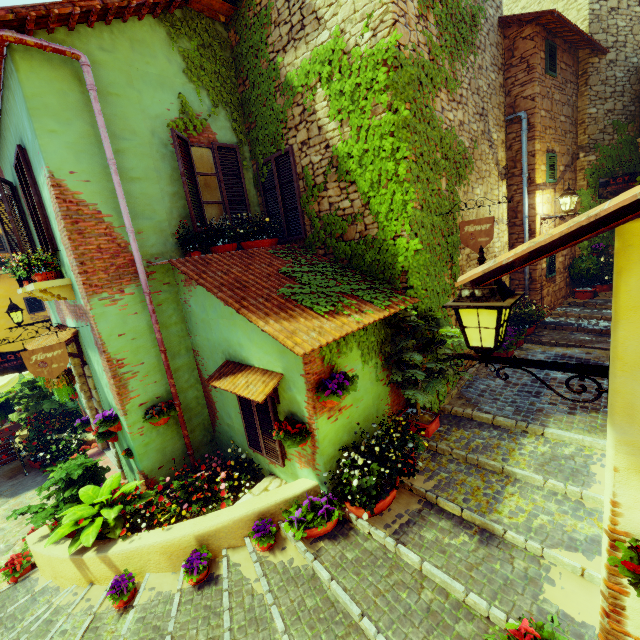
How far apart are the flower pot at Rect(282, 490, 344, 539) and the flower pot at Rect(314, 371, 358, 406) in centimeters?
113cm

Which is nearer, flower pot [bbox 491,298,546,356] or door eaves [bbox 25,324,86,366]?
door eaves [bbox 25,324,86,366]

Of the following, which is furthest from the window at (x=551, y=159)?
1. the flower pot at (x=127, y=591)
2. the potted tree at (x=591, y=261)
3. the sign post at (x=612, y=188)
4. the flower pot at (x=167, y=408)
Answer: the flower pot at (x=127, y=591)

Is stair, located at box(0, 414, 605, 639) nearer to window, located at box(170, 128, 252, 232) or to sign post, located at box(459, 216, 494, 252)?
sign post, located at box(459, 216, 494, 252)

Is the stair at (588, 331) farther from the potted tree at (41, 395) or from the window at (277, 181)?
the potted tree at (41, 395)

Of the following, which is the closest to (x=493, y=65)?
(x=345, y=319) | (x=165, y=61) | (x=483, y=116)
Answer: (x=483, y=116)

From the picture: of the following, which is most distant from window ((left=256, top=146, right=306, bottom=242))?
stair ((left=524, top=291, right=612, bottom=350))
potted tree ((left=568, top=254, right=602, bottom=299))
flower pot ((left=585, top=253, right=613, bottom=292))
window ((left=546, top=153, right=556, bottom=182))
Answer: flower pot ((left=585, top=253, right=613, bottom=292))

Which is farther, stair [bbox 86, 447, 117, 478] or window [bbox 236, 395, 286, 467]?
stair [bbox 86, 447, 117, 478]
